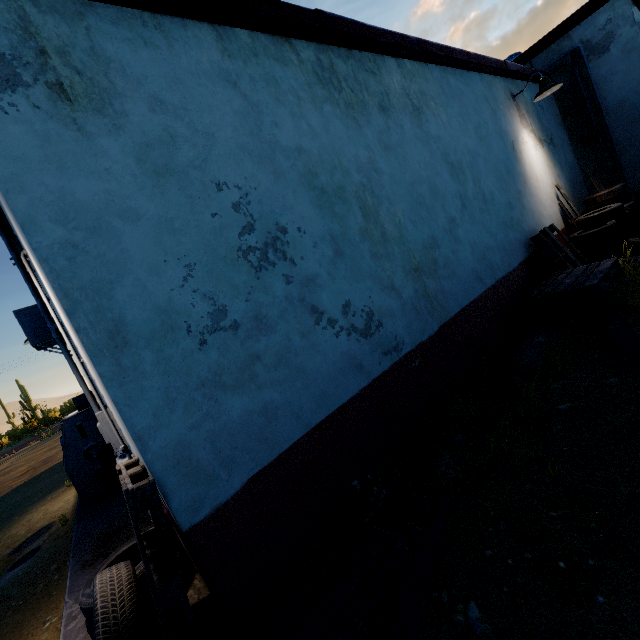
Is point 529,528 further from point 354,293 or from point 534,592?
point 354,293

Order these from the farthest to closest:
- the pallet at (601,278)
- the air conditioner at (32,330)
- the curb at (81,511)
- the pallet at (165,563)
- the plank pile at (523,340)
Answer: the air conditioner at (32,330) < the pallet at (601,278) < the plank pile at (523,340) < the curb at (81,511) < the pallet at (165,563)

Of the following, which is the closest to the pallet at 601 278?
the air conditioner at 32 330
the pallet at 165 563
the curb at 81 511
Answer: the curb at 81 511

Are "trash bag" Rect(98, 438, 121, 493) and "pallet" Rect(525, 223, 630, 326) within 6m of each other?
no

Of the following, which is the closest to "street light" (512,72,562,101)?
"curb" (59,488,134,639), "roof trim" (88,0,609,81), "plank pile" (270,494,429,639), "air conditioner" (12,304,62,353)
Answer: "roof trim" (88,0,609,81)

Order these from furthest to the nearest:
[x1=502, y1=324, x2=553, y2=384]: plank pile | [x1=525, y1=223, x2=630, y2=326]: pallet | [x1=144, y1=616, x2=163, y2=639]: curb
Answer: [x1=525, y1=223, x2=630, y2=326]: pallet, [x1=502, y1=324, x2=553, y2=384]: plank pile, [x1=144, y1=616, x2=163, y2=639]: curb

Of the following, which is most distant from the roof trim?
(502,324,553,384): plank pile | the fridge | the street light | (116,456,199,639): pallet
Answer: (502,324,553,384): plank pile

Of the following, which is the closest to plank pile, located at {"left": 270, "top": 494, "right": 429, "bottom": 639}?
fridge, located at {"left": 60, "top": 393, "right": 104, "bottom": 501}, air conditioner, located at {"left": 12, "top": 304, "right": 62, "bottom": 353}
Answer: air conditioner, located at {"left": 12, "top": 304, "right": 62, "bottom": 353}
